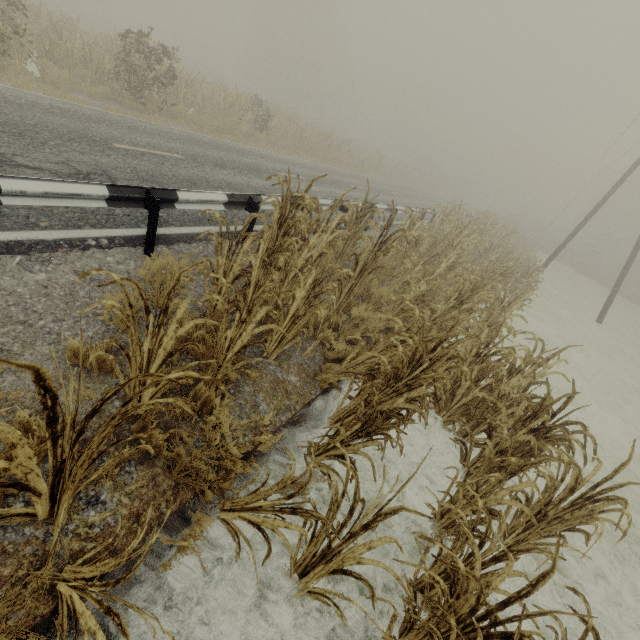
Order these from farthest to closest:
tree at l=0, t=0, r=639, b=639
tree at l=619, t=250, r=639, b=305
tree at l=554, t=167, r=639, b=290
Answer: tree at l=554, t=167, r=639, b=290 → tree at l=619, t=250, r=639, b=305 → tree at l=0, t=0, r=639, b=639

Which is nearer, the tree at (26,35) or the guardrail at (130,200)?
the tree at (26,35)

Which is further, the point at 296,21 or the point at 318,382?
the point at 296,21

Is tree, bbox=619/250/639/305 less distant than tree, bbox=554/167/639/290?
Yes

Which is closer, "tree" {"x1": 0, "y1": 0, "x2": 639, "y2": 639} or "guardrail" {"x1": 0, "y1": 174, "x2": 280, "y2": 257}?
"tree" {"x1": 0, "y1": 0, "x2": 639, "y2": 639}

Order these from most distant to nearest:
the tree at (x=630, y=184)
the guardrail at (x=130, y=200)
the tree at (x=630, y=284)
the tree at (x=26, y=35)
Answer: the tree at (x=630, y=184) < the tree at (x=630, y=284) < the guardrail at (x=130, y=200) < the tree at (x=26, y=35)

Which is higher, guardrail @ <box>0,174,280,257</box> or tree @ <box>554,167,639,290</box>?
tree @ <box>554,167,639,290</box>
